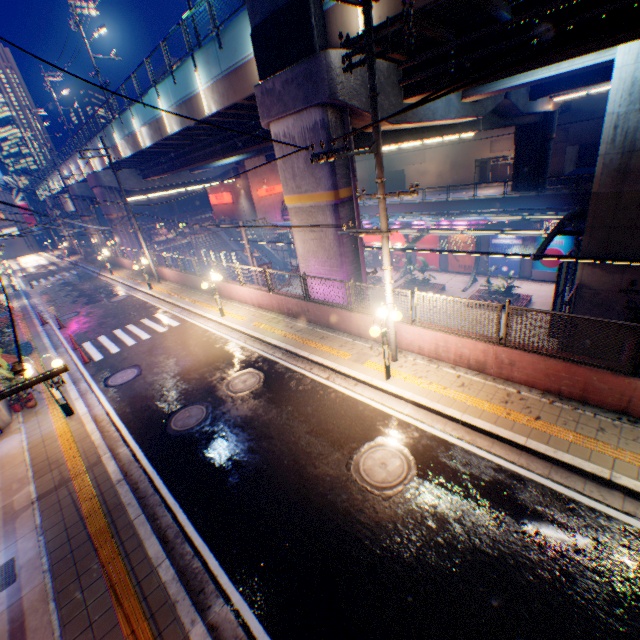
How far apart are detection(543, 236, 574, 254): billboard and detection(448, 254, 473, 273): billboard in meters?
4.8

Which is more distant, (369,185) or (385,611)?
(369,185)

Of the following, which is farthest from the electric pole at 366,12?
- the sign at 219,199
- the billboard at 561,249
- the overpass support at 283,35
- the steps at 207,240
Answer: the sign at 219,199

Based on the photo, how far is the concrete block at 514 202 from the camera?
24.08m

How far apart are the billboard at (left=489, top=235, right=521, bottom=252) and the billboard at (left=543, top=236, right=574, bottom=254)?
0.9m

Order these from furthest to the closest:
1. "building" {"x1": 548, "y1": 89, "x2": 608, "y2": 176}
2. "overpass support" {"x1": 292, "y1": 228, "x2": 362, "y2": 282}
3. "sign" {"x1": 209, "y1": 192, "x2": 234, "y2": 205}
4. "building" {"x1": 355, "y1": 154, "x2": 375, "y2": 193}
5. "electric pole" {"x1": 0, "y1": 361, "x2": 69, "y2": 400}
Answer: "building" {"x1": 355, "y1": 154, "x2": 375, "y2": 193} → "sign" {"x1": 209, "y1": 192, "x2": 234, "y2": 205} → "building" {"x1": 548, "y1": 89, "x2": 608, "y2": 176} → "overpass support" {"x1": 292, "y1": 228, "x2": 362, "y2": 282} → "electric pole" {"x1": 0, "y1": 361, "x2": 69, "y2": 400}

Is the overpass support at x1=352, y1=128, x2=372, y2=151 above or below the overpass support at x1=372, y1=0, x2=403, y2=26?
below

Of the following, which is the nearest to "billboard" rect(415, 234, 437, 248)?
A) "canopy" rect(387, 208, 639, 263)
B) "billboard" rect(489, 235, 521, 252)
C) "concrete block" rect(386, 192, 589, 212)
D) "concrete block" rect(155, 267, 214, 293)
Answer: "canopy" rect(387, 208, 639, 263)
